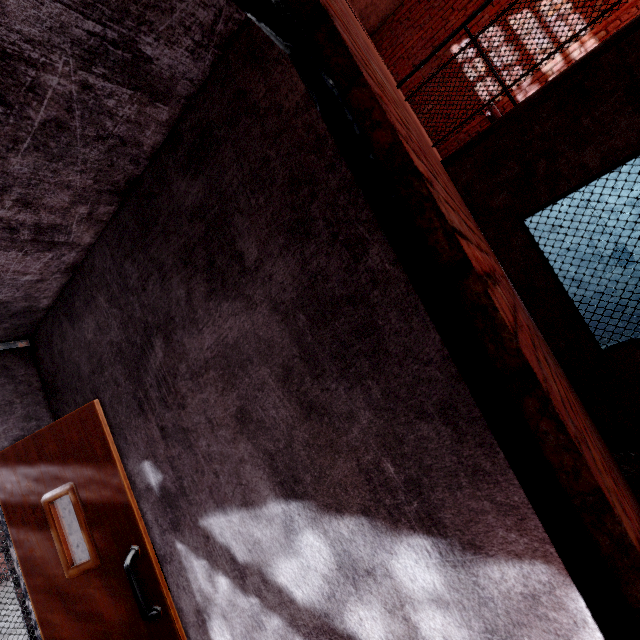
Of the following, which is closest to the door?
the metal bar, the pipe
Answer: the metal bar

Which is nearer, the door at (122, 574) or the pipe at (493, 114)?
the door at (122, 574)

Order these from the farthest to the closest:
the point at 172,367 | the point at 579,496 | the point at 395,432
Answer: the point at 172,367
the point at 395,432
the point at 579,496

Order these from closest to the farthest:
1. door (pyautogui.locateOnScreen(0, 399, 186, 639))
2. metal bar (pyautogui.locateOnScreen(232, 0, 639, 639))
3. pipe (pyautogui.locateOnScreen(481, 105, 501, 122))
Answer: metal bar (pyautogui.locateOnScreen(232, 0, 639, 639)) < door (pyautogui.locateOnScreen(0, 399, 186, 639)) < pipe (pyautogui.locateOnScreen(481, 105, 501, 122))

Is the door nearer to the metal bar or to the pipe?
the metal bar

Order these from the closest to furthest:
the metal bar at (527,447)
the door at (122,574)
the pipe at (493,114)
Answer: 1. the metal bar at (527,447)
2. the door at (122,574)
3. the pipe at (493,114)
